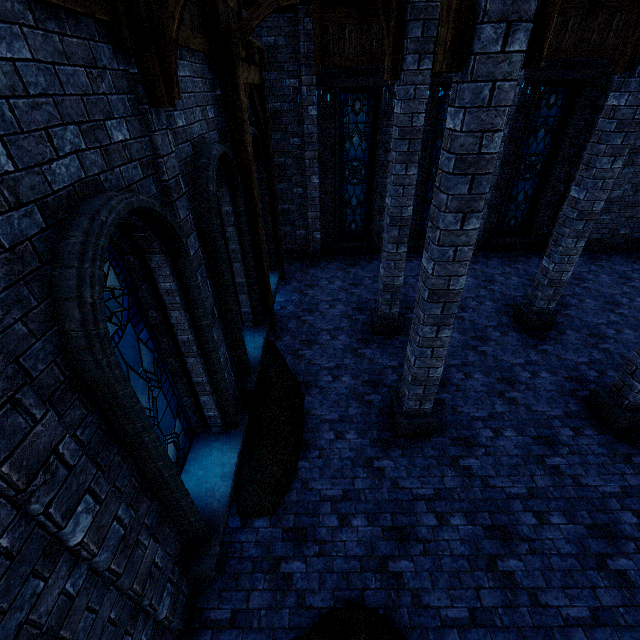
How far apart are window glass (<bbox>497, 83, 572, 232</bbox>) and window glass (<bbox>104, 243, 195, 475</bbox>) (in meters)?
12.36

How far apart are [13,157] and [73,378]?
1.5m

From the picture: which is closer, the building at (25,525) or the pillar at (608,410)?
the building at (25,525)

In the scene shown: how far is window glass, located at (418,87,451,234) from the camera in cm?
995

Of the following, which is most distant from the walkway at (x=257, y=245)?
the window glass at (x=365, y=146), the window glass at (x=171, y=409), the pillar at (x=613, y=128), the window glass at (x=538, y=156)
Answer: the window glass at (x=538, y=156)

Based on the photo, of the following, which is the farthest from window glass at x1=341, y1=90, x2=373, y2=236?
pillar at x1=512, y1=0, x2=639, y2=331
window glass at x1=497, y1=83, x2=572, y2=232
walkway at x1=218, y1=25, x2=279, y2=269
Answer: pillar at x1=512, y1=0, x2=639, y2=331

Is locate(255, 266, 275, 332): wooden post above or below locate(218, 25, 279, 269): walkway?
below

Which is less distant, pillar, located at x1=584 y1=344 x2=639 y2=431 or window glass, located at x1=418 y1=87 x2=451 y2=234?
pillar, located at x1=584 y1=344 x2=639 y2=431
